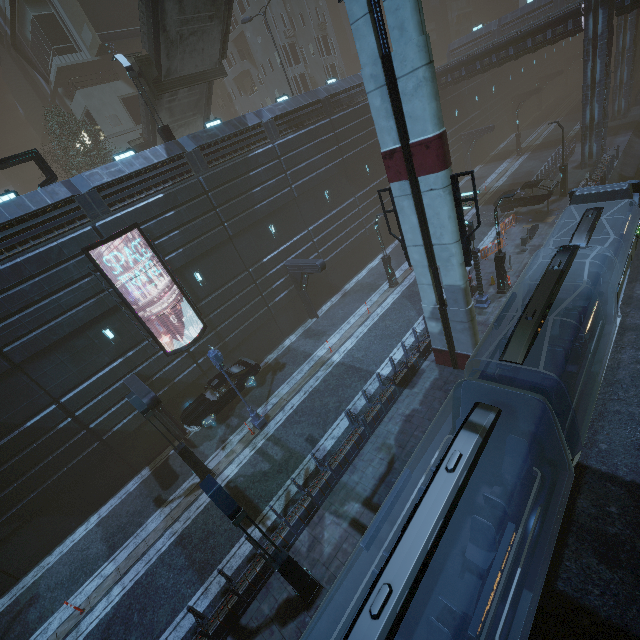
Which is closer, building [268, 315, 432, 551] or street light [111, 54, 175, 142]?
building [268, 315, 432, 551]

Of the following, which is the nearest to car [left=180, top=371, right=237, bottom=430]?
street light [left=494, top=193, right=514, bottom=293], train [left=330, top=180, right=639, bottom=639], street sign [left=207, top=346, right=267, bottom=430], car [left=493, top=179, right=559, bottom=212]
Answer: street sign [left=207, top=346, right=267, bottom=430]

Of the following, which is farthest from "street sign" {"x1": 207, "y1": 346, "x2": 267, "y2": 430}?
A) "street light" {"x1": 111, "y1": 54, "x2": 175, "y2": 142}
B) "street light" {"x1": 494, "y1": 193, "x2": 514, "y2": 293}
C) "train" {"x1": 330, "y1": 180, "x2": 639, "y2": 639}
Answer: "street light" {"x1": 494, "y1": 193, "x2": 514, "y2": 293}

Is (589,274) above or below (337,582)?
above

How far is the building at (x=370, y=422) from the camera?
11.6 meters

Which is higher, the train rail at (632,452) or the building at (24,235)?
the building at (24,235)

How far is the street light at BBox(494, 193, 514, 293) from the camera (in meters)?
16.31

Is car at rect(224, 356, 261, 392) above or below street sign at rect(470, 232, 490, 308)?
above
